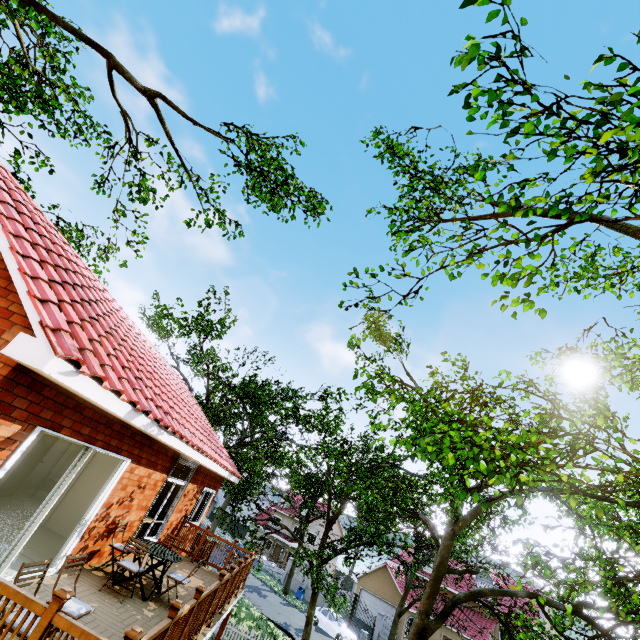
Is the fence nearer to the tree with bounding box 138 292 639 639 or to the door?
the tree with bounding box 138 292 639 639

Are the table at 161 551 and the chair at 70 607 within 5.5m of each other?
yes

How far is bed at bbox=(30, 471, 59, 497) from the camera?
9.90m

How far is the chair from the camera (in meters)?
4.02

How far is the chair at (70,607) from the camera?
4.0 meters

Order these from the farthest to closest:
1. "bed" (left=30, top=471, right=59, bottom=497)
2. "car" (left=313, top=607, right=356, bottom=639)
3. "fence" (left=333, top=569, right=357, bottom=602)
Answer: "fence" (left=333, top=569, right=357, bottom=602)
"car" (left=313, top=607, right=356, bottom=639)
"bed" (left=30, top=471, right=59, bottom=497)

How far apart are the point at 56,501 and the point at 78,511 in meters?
0.7 m

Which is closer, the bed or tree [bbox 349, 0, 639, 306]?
tree [bbox 349, 0, 639, 306]
